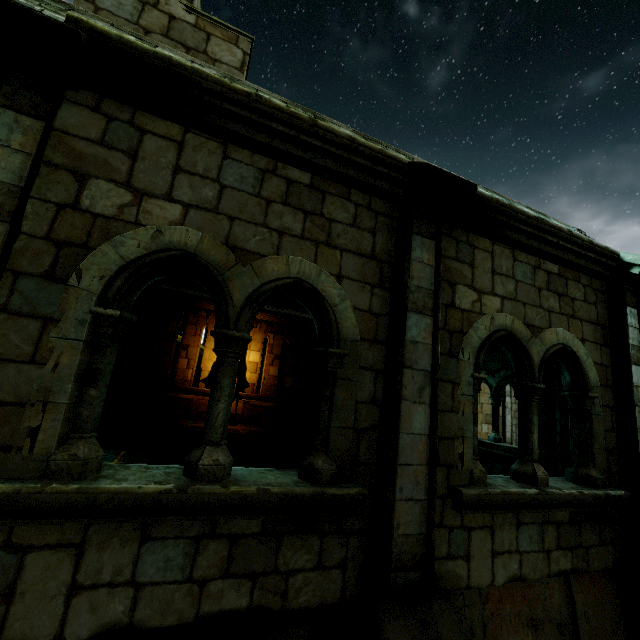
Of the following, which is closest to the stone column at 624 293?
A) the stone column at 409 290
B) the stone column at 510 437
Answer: the stone column at 409 290

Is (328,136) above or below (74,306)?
above

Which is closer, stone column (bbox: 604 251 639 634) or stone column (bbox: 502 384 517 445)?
stone column (bbox: 604 251 639 634)

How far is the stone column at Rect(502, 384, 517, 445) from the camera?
18.0m

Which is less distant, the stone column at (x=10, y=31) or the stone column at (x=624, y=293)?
the stone column at (x=10, y=31)

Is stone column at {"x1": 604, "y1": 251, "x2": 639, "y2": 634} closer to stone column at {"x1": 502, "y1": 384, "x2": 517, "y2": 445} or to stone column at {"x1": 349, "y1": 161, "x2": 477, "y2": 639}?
stone column at {"x1": 349, "y1": 161, "x2": 477, "y2": 639}

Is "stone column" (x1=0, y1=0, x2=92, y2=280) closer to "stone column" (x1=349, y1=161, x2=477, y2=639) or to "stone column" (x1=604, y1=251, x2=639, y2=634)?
"stone column" (x1=349, y1=161, x2=477, y2=639)

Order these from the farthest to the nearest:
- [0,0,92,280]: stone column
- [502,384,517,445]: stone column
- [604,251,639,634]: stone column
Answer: [502,384,517,445]: stone column → [604,251,639,634]: stone column → [0,0,92,280]: stone column
